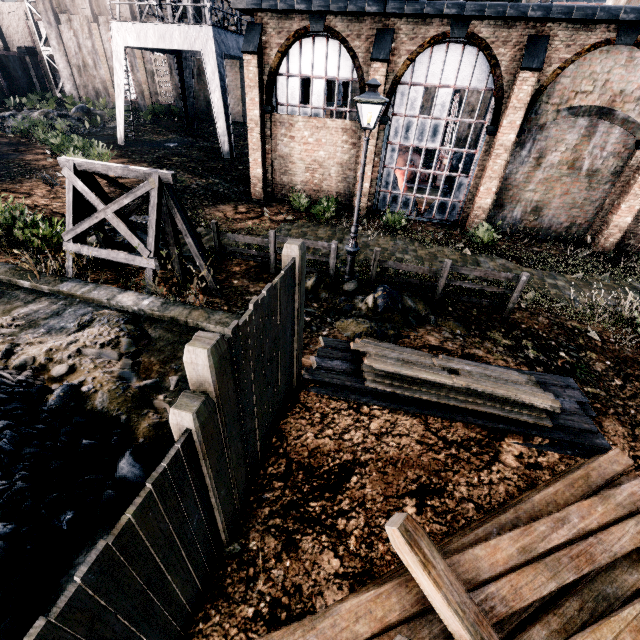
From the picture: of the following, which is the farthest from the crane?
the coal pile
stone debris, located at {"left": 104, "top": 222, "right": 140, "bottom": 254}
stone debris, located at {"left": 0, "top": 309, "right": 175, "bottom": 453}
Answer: the coal pile

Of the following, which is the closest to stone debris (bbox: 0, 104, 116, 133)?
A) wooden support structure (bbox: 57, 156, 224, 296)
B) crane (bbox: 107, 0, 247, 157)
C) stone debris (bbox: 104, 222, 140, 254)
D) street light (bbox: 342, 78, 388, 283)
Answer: crane (bbox: 107, 0, 247, 157)

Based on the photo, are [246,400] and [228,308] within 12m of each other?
yes

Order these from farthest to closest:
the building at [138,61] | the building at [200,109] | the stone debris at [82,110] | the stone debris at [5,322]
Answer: the building at [138,61], the building at [200,109], the stone debris at [82,110], the stone debris at [5,322]

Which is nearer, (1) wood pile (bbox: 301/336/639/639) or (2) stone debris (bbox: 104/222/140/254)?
(1) wood pile (bbox: 301/336/639/639)

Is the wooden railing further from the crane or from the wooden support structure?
the crane

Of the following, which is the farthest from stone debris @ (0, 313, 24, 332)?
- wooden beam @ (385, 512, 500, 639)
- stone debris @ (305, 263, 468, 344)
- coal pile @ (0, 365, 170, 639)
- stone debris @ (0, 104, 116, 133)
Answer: stone debris @ (0, 104, 116, 133)

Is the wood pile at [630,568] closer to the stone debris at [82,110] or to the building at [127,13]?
the building at [127,13]
